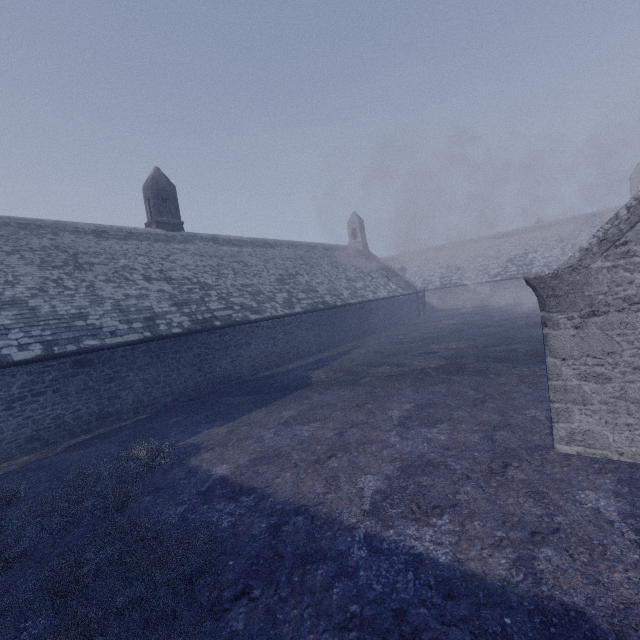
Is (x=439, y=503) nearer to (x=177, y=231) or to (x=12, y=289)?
(x=12, y=289)
